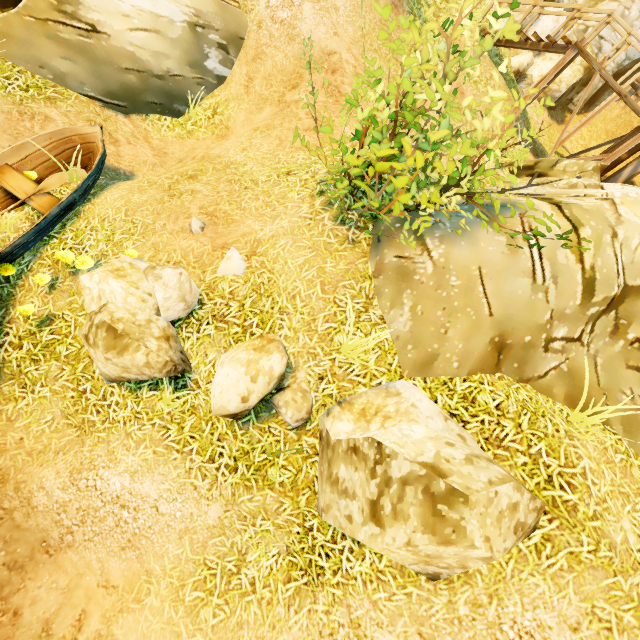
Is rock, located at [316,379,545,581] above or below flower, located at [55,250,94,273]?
above

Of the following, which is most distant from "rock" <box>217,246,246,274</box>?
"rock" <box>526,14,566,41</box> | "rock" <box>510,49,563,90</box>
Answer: "rock" <box>526,14,566,41</box>

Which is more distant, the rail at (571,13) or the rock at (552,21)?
the rock at (552,21)

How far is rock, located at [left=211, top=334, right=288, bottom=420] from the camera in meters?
3.6 m

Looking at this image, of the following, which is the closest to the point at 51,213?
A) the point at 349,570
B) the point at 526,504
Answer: the point at 349,570

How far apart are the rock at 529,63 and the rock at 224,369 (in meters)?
15.73

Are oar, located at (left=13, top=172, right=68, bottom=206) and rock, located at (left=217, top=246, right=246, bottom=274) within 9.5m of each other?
yes
